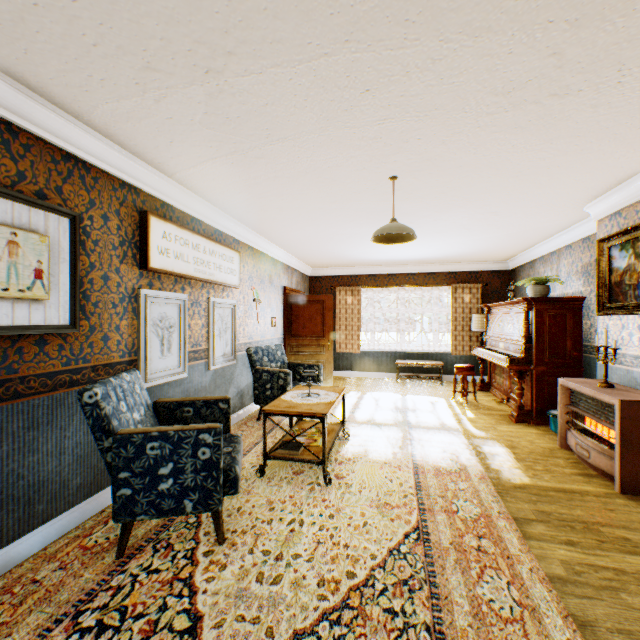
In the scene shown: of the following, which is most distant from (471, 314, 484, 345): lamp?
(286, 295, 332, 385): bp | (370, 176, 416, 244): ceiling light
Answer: (370, 176, 416, 244): ceiling light

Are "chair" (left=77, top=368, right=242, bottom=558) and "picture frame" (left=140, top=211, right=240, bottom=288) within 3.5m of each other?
yes

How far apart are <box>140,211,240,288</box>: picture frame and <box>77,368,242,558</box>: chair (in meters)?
1.03

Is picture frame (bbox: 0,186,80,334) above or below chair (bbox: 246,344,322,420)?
above

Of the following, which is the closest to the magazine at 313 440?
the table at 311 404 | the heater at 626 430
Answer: the table at 311 404

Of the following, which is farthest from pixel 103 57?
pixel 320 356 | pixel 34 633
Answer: pixel 320 356

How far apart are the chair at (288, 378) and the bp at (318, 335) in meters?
1.6

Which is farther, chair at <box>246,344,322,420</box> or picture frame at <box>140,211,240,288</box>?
chair at <box>246,344,322,420</box>
